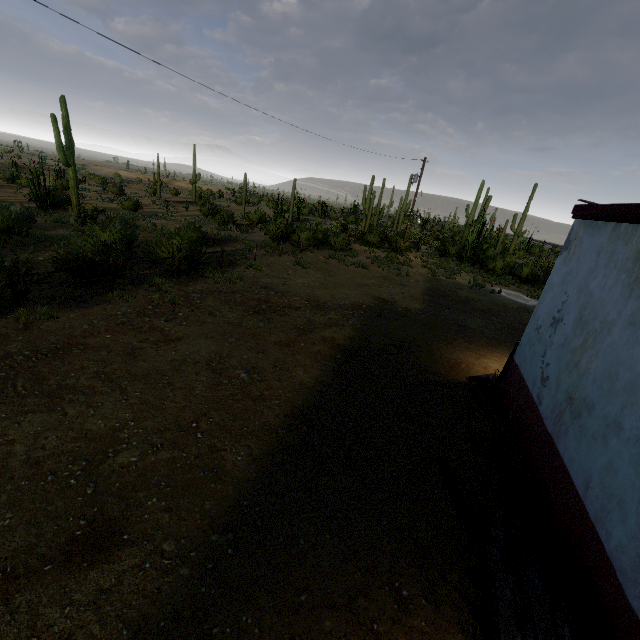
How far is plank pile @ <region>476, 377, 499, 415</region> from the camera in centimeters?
699cm

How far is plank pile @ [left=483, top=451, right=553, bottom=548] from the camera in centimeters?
421cm

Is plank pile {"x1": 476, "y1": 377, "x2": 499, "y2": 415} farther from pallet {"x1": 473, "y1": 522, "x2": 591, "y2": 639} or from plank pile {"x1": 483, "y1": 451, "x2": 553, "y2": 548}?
pallet {"x1": 473, "y1": 522, "x2": 591, "y2": 639}

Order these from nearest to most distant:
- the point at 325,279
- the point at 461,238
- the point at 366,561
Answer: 1. the point at 366,561
2. the point at 325,279
3. the point at 461,238

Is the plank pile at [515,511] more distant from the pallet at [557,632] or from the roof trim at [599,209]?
the roof trim at [599,209]

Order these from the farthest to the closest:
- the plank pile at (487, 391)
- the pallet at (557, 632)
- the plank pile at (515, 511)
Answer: the plank pile at (487, 391), the plank pile at (515, 511), the pallet at (557, 632)

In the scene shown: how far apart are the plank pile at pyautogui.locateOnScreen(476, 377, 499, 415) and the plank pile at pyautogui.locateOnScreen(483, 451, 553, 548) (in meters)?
1.28

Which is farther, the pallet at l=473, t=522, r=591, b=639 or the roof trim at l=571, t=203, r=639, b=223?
the roof trim at l=571, t=203, r=639, b=223
